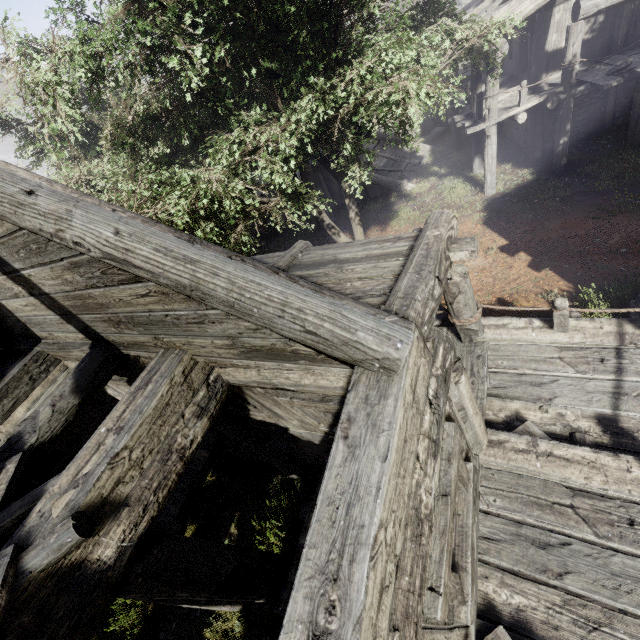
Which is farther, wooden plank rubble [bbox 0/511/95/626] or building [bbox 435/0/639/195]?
building [bbox 435/0/639/195]

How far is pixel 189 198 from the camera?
9.6 meters

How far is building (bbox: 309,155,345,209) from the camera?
19.00m

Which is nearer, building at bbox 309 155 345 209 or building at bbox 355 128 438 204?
building at bbox 355 128 438 204

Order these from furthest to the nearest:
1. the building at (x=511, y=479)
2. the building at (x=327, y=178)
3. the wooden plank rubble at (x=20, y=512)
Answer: the building at (x=327, y=178)
the wooden plank rubble at (x=20, y=512)
the building at (x=511, y=479)

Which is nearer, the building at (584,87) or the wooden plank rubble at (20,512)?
the wooden plank rubble at (20,512)

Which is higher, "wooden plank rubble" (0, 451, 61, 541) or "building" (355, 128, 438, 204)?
"wooden plank rubble" (0, 451, 61, 541)
